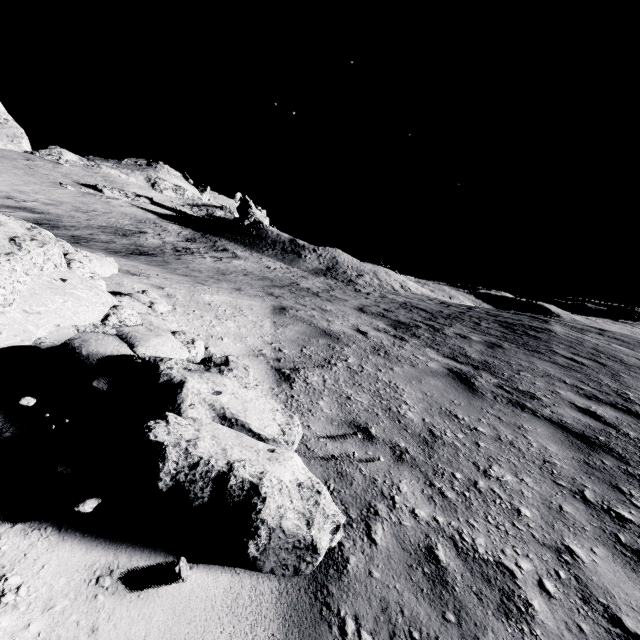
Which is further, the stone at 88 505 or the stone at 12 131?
the stone at 12 131

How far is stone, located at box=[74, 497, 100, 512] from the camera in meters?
1.5 m

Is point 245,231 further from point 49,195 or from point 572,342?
point 572,342

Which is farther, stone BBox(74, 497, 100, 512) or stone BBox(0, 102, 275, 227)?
stone BBox(0, 102, 275, 227)
